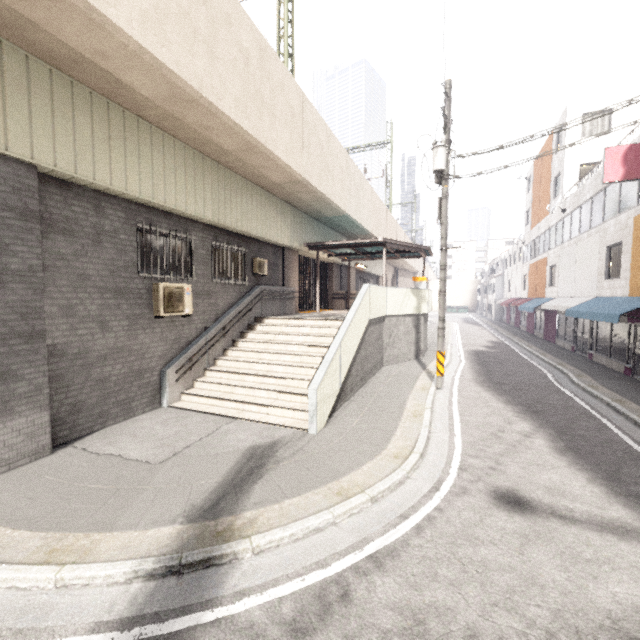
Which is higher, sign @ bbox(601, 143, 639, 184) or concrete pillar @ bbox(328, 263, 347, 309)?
sign @ bbox(601, 143, 639, 184)

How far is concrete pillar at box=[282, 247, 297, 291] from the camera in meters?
14.4 m

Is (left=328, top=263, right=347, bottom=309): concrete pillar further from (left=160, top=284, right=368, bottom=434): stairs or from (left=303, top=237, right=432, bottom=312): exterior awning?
(left=160, top=284, right=368, bottom=434): stairs

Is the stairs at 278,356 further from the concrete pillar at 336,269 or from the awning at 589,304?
the concrete pillar at 336,269

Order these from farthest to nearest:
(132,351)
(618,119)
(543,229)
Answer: (543,229), (618,119), (132,351)

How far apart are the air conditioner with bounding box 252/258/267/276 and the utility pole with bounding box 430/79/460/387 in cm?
637

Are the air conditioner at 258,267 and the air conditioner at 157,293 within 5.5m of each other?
yes

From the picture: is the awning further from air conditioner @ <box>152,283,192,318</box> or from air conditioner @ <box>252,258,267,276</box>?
air conditioner @ <box>152,283,192,318</box>
